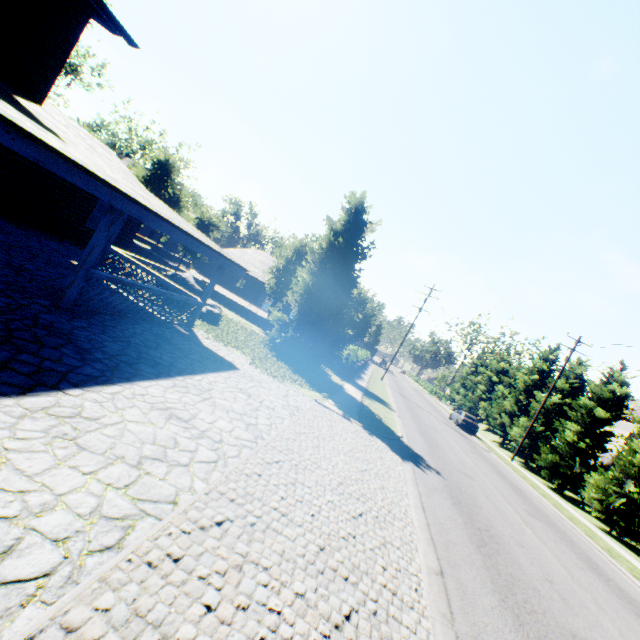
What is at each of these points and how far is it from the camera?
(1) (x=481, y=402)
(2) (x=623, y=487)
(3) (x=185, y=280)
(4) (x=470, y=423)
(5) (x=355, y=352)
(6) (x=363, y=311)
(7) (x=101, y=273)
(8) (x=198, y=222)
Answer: (1) tree, 41.0m
(2) tree, 18.0m
(3) rock, 14.4m
(4) car, 31.1m
(5) hedge, 24.7m
(6) tree, 23.8m
(7) house, 7.5m
(8) tree, 26.4m

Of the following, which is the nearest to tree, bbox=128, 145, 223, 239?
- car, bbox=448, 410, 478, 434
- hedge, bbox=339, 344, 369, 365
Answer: car, bbox=448, 410, 478, 434

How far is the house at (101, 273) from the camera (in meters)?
7.65

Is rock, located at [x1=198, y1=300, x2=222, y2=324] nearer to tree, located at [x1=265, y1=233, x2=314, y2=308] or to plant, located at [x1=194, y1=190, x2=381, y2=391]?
plant, located at [x1=194, y1=190, x2=381, y2=391]

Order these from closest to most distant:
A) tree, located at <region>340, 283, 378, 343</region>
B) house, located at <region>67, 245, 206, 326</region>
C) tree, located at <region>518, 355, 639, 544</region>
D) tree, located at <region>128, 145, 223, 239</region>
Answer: house, located at <region>67, 245, 206, 326</region>
tree, located at <region>518, 355, 639, 544</region>
tree, located at <region>340, 283, 378, 343</region>
tree, located at <region>128, 145, 223, 239</region>

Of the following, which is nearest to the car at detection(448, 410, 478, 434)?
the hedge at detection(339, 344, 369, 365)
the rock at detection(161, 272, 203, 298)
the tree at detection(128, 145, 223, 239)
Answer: the tree at detection(128, 145, 223, 239)

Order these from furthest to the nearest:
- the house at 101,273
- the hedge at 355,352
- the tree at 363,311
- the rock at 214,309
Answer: the hedge at 355,352, the tree at 363,311, the rock at 214,309, the house at 101,273

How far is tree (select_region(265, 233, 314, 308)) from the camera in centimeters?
2373cm
